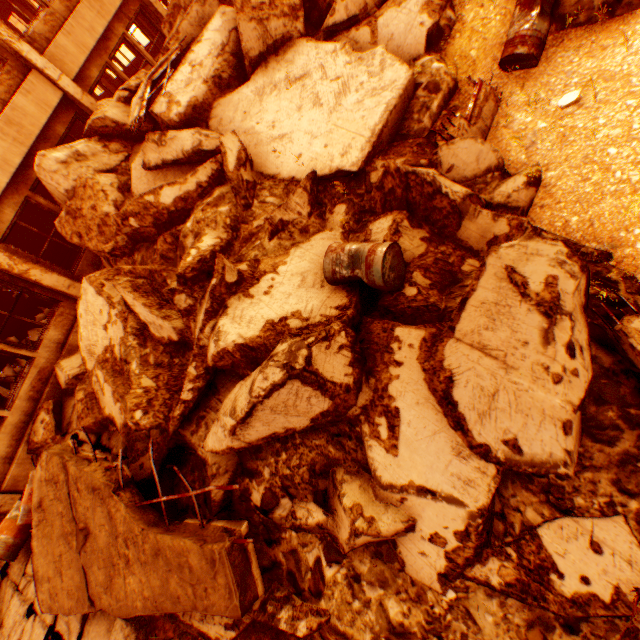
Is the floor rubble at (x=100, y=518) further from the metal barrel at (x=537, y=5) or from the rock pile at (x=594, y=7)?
the metal barrel at (x=537, y=5)

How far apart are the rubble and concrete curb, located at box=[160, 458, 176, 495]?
7.42m

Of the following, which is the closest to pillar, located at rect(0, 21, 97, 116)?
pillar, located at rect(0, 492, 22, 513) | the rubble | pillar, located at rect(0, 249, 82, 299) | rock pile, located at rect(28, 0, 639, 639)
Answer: rock pile, located at rect(28, 0, 639, 639)

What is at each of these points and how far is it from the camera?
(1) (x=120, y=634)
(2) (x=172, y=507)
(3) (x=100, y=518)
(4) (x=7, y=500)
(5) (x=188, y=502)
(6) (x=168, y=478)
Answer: (1) concrete curb, 4.12m
(2) concrete curb, 4.59m
(3) floor rubble, 3.87m
(4) pillar, 7.01m
(5) rock pile, 4.59m
(6) concrete curb, 4.71m

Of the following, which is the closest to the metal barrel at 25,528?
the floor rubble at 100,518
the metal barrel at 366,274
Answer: the floor rubble at 100,518

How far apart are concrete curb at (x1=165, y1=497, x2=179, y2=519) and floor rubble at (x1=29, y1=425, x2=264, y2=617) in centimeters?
17cm

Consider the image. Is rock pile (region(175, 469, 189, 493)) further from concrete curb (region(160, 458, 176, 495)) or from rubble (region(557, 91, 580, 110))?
rubble (region(557, 91, 580, 110))
